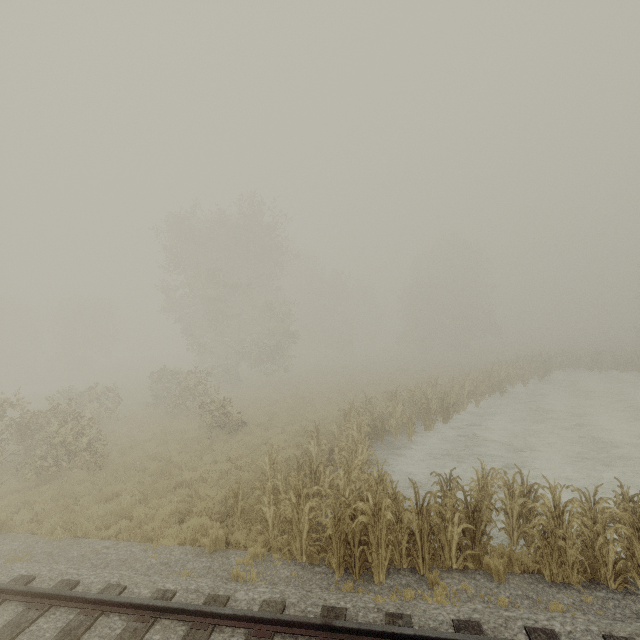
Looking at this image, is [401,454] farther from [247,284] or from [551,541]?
[247,284]
